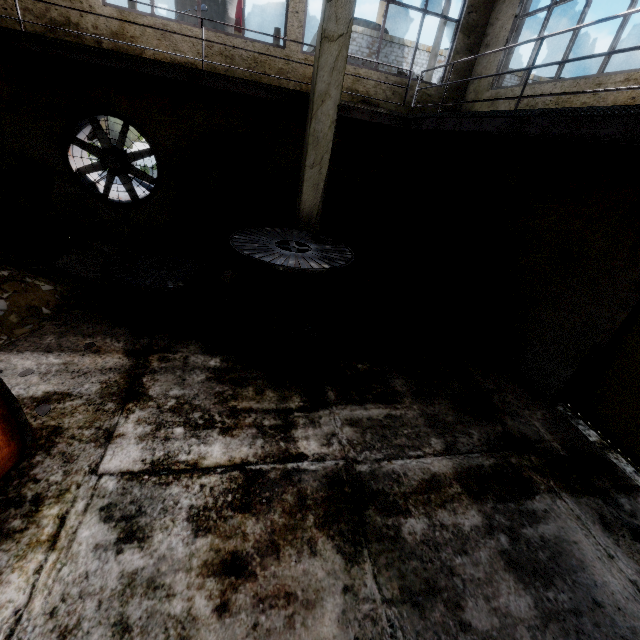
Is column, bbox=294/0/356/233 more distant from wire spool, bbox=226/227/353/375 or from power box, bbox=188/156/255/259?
power box, bbox=188/156/255/259

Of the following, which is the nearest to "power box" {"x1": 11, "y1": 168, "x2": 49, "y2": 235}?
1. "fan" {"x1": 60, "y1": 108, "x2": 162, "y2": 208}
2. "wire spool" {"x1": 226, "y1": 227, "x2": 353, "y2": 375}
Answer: "fan" {"x1": 60, "y1": 108, "x2": 162, "y2": 208}

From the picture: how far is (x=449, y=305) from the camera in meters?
7.7

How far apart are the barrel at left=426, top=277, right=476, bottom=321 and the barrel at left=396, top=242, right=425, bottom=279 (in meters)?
1.89

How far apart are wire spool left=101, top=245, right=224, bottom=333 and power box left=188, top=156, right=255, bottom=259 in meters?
1.8 m

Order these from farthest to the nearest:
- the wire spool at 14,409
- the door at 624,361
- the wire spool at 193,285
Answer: the wire spool at 193,285, the door at 624,361, the wire spool at 14,409

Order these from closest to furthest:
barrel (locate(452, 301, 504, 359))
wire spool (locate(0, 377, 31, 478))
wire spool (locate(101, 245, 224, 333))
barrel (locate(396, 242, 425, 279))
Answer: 1. wire spool (locate(0, 377, 31, 478))
2. wire spool (locate(101, 245, 224, 333))
3. barrel (locate(452, 301, 504, 359))
4. barrel (locate(396, 242, 425, 279))

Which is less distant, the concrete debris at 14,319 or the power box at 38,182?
the concrete debris at 14,319
